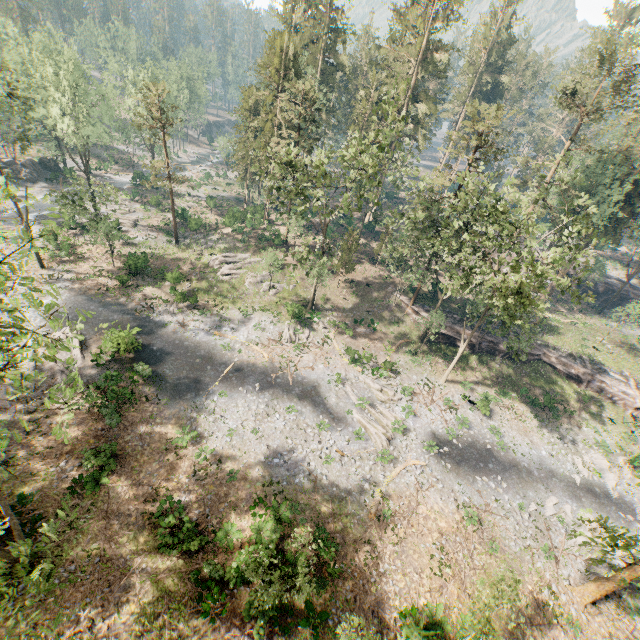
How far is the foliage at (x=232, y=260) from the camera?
35.6m

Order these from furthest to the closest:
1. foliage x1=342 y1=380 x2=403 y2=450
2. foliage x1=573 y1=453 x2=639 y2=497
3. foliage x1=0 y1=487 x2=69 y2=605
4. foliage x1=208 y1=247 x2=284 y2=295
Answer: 1. foliage x1=208 y1=247 x2=284 y2=295
2. foliage x1=573 y1=453 x2=639 y2=497
3. foliage x1=342 y1=380 x2=403 y2=450
4. foliage x1=0 y1=487 x2=69 y2=605

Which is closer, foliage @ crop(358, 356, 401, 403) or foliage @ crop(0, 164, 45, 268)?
foliage @ crop(0, 164, 45, 268)

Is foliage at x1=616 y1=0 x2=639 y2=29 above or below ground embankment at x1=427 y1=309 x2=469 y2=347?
above

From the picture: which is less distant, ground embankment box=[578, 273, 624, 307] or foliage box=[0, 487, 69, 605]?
foliage box=[0, 487, 69, 605]

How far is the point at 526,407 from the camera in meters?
33.5

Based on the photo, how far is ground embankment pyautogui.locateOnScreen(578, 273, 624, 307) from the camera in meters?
50.5 m

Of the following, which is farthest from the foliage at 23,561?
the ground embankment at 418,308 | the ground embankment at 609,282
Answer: the ground embankment at 609,282
